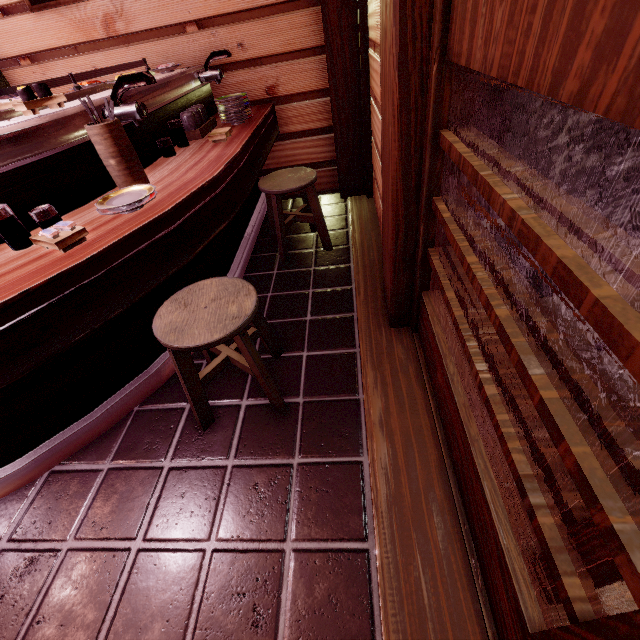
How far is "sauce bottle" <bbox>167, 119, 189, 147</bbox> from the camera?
4.1 meters

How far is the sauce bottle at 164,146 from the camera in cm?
386

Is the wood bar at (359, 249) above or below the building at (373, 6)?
below

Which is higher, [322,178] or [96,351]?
[96,351]

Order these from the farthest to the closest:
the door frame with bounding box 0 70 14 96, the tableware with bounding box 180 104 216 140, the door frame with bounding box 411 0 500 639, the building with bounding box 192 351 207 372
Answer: the door frame with bounding box 0 70 14 96, the tableware with bounding box 180 104 216 140, the building with bounding box 192 351 207 372, the door frame with bounding box 411 0 500 639

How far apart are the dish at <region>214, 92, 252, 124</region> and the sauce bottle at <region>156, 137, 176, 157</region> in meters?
1.1 m

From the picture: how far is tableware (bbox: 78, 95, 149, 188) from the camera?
2.83m

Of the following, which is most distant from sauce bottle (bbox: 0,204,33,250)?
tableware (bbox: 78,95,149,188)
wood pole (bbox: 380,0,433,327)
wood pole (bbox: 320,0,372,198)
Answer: wood pole (bbox: 320,0,372,198)
